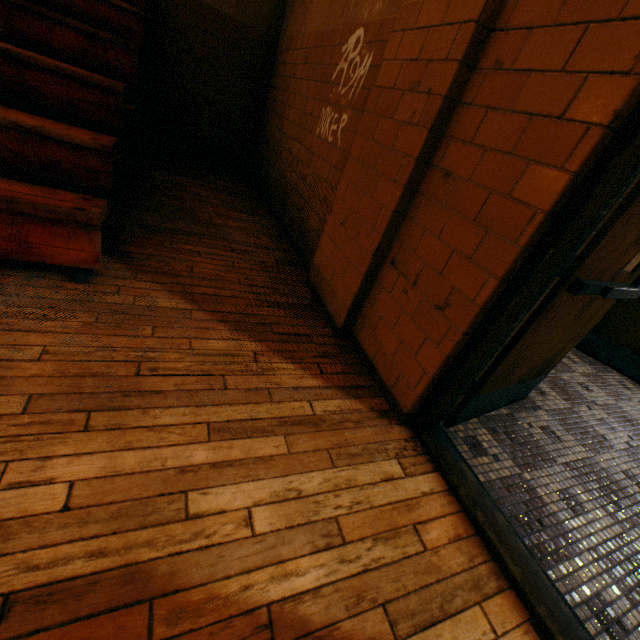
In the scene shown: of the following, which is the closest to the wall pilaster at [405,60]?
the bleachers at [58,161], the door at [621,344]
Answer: the door at [621,344]

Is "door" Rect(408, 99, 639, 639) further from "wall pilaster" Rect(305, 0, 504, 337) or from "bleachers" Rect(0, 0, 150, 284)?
"bleachers" Rect(0, 0, 150, 284)

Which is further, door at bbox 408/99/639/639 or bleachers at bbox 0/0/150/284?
bleachers at bbox 0/0/150/284

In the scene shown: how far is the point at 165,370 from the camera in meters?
1.6 m

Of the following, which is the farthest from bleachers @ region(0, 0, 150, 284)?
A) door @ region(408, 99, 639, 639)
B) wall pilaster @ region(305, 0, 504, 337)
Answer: door @ region(408, 99, 639, 639)

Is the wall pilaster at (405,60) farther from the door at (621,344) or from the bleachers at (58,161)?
the bleachers at (58,161)
